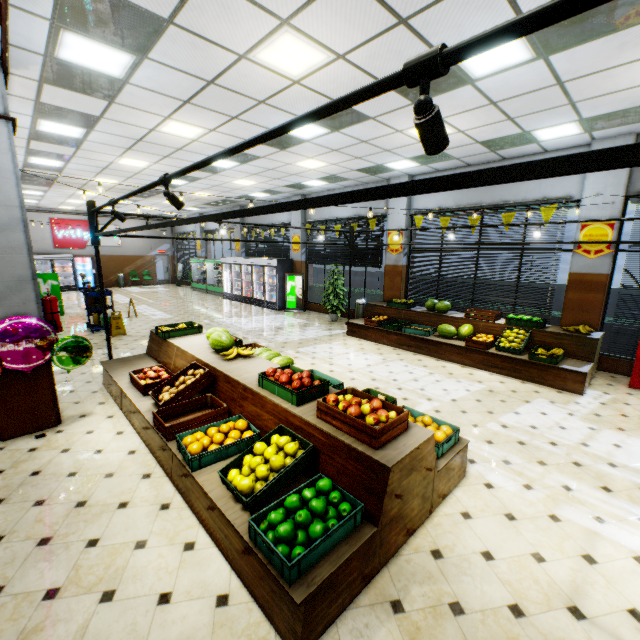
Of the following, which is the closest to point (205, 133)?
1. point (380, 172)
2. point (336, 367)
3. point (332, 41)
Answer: point (332, 41)

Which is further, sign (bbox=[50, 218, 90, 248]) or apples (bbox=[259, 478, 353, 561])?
sign (bbox=[50, 218, 90, 248])

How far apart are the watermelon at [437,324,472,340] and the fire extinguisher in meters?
7.8

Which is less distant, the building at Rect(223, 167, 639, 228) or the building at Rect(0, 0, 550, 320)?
the building at Rect(0, 0, 550, 320)

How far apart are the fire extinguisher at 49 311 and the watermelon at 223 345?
2.1 meters

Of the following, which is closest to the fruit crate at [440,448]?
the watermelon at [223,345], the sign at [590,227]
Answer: the watermelon at [223,345]

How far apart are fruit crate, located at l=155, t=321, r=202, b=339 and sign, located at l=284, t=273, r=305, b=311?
7.4 meters

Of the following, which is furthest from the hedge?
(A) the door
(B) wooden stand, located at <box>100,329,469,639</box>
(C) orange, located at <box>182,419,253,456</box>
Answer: (A) the door
